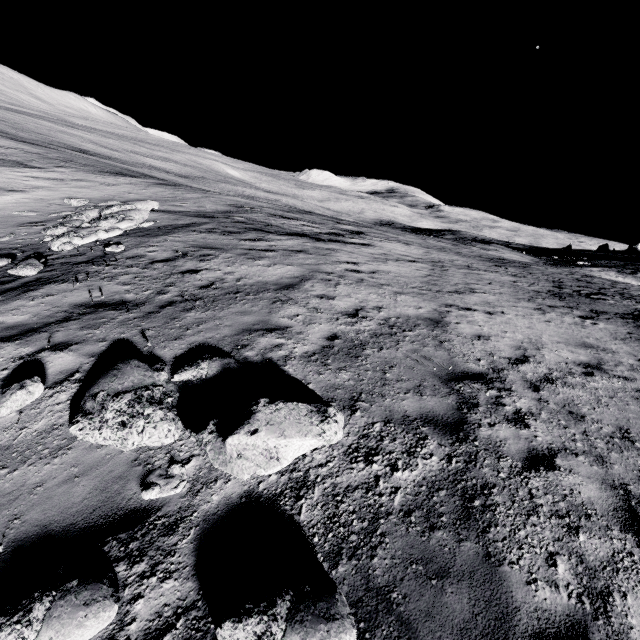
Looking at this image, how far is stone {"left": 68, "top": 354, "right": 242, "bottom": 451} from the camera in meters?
4.3

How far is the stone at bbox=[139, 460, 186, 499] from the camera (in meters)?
3.69

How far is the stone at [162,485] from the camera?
3.7m

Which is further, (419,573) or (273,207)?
(273,207)

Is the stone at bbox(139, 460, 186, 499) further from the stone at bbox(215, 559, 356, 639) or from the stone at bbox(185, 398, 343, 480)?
the stone at bbox(215, 559, 356, 639)

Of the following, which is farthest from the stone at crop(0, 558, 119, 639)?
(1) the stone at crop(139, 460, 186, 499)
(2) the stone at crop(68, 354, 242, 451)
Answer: (2) the stone at crop(68, 354, 242, 451)

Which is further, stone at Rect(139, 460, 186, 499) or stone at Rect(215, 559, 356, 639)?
stone at Rect(139, 460, 186, 499)

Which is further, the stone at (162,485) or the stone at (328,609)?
the stone at (162,485)
